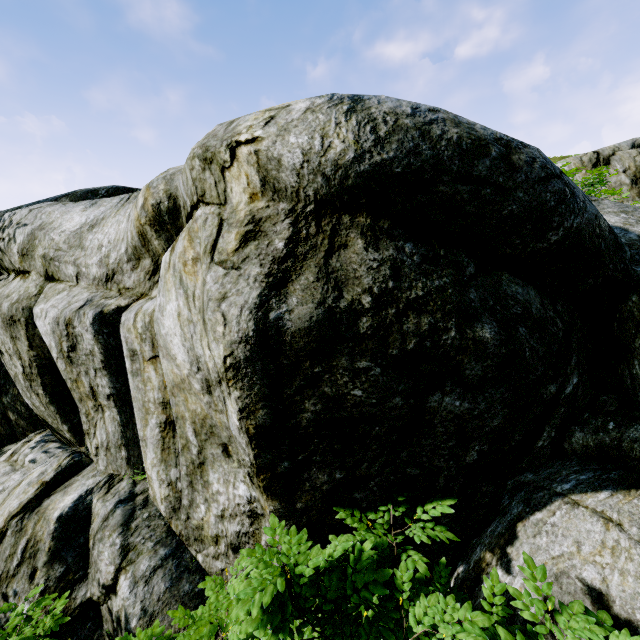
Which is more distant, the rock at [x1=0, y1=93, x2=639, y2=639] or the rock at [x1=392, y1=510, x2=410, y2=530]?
the rock at [x1=392, y1=510, x2=410, y2=530]

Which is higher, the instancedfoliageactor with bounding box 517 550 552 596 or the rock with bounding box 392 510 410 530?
the instancedfoliageactor with bounding box 517 550 552 596

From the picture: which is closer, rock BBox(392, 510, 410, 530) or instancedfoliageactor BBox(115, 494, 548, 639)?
instancedfoliageactor BBox(115, 494, 548, 639)

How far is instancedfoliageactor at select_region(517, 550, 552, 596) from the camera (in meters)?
1.74

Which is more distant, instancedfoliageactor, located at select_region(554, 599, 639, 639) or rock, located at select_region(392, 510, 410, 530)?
rock, located at select_region(392, 510, 410, 530)

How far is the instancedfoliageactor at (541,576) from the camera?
1.7 meters

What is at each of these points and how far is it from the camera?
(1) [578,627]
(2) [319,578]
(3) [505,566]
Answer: (1) instancedfoliageactor, 1.6 meters
(2) instancedfoliageactor, 1.9 meters
(3) rock, 2.2 meters

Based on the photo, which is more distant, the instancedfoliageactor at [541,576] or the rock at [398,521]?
the rock at [398,521]
